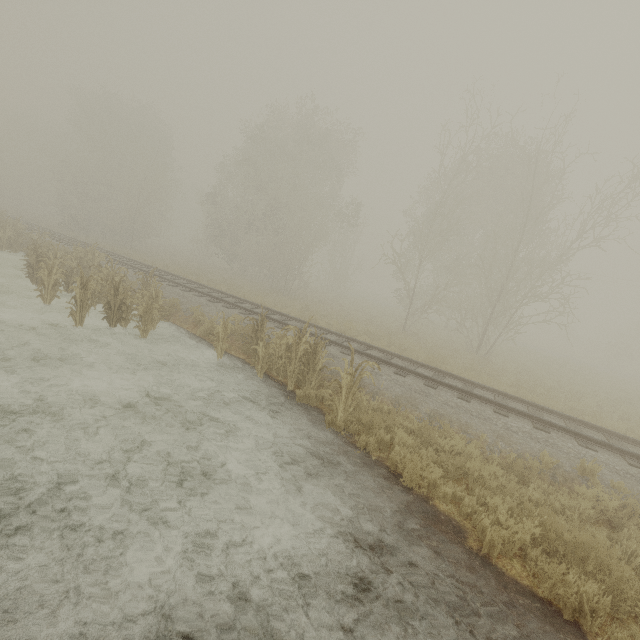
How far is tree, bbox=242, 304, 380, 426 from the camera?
7.3m

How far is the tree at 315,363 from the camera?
7.3 meters

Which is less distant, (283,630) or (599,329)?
(283,630)
